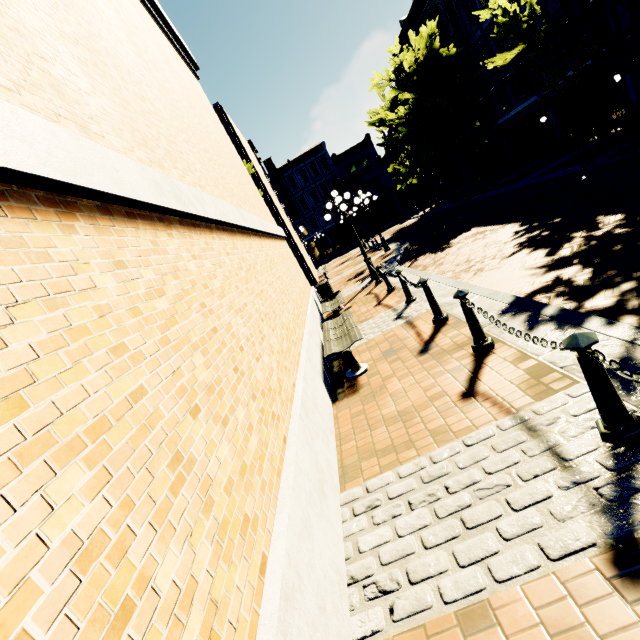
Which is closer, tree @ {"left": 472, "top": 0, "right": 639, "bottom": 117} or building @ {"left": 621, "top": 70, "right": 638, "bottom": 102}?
tree @ {"left": 472, "top": 0, "right": 639, "bottom": 117}

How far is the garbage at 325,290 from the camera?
12.6 meters

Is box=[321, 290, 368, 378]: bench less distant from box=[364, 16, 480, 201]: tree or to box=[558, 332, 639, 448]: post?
box=[558, 332, 639, 448]: post

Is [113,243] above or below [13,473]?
above

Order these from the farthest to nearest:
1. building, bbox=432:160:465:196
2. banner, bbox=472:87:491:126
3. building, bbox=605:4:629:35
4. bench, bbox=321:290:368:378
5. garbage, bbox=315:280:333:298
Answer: building, bbox=432:160:465:196, banner, bbox=472:87:491:126, building, bbox=605:4:629:35, garbage, bbox=315:280:333:298, bench, bbox=321:290:368:378

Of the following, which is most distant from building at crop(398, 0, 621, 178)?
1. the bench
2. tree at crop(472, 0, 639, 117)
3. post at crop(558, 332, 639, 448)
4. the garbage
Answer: the garbage

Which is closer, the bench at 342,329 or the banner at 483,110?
the bench at 342,329

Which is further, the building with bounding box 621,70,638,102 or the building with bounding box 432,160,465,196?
the building with bounding box 432,160,465,196
